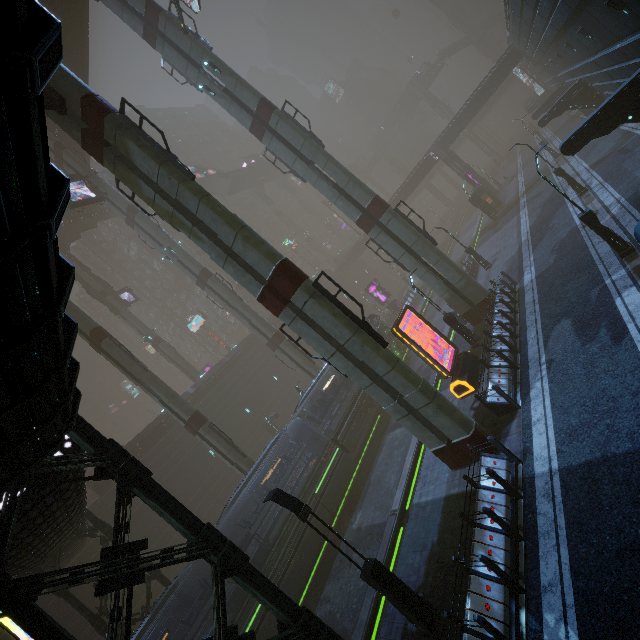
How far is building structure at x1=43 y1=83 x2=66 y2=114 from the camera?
11.3 meters

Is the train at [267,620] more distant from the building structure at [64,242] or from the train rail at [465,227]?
the building structure at [64,242]

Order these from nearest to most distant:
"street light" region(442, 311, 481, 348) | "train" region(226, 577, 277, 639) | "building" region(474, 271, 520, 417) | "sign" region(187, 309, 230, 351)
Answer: "building" region(474, 271, 520, 417)
"train" region(226, 577, 277, 639)
"street light" region(442, 311, 481, 348)
"sign" region(187, 309, 230, 351)

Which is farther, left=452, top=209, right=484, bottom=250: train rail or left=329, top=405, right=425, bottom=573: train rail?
left=452, top=209, right=484, bottom=250: train rail

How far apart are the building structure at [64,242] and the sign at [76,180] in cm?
1523

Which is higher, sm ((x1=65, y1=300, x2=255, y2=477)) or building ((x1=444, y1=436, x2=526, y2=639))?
sm ((x1=65, y1=300, x2=255, y2=477))

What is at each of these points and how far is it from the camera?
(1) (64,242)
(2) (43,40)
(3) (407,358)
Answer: (1) building structure, 41.8m
(2) building, 2.1m
(3) train rail, 31.3m

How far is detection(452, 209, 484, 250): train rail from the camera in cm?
4181
